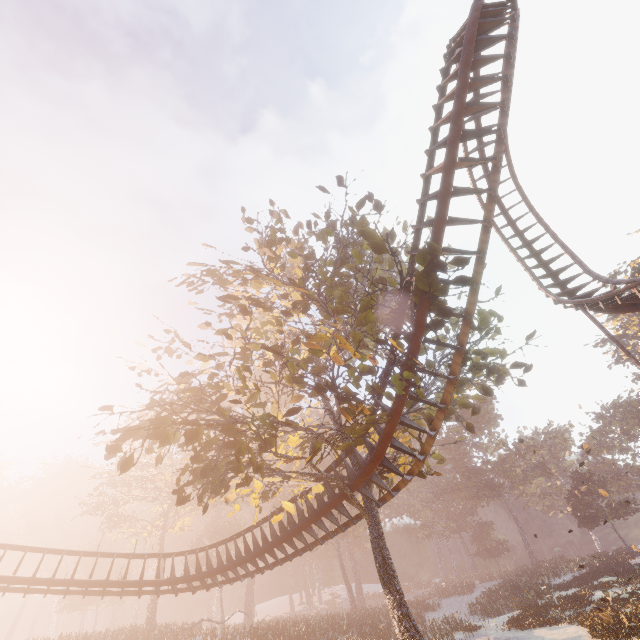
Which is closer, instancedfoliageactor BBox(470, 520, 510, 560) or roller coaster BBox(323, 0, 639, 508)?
roller coaster BBox(323, 0, 639, 508)

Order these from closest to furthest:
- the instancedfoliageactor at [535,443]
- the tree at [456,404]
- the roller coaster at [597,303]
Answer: the roller coaster at [597,303], the tree at [456,404], the instancedfoliageactor at [535,443]

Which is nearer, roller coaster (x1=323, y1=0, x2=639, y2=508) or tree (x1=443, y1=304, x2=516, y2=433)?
roller coaster (x1=323, y1=0, x2=639, y2=508)

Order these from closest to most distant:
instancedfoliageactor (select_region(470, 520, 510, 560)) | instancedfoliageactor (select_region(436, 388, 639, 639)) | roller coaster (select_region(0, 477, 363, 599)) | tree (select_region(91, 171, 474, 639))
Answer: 1. tree (select_region(91, 171, 474, 639))
2. roller coaster (select_region(0, 477, 363, 599))
3. instancedfoliageactor (select_region(436, 388, 639, 639))
4. instancedfoliageactor (select_region(470, 520, 510, 560))

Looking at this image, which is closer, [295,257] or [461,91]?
[461,91]

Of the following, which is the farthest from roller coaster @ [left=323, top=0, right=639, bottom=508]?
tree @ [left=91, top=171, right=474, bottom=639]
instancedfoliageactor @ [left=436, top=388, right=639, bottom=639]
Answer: instancedfoliageactor @ [left=436, top=388, right=639, bottom=639]

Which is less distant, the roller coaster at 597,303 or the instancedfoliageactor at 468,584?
the roller coaster at 597,303
